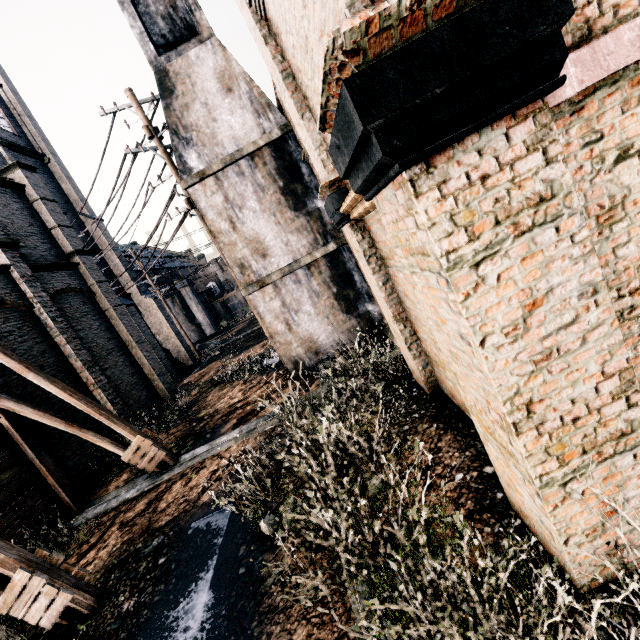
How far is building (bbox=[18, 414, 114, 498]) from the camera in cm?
1174

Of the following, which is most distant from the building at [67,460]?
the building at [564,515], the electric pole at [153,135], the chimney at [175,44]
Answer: the building at [564,515]

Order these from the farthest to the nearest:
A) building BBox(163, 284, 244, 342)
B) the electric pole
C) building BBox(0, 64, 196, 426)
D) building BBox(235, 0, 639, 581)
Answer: building BBox(163, 284, 244, 342) < building BBox(0, 64, 196, 426) < the electric pole < building BBox(235, 0, 639, 581)

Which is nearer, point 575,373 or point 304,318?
point 575,373

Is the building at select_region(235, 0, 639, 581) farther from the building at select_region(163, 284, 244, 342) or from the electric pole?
the building at select_region(163, 284, 244, 342)

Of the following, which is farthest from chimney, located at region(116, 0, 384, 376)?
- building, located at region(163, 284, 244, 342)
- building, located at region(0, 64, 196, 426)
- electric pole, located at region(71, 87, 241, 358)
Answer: building, located at region(163, 284, 244, 342)

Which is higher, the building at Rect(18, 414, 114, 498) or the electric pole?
the electric pole

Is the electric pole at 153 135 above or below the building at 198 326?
above
